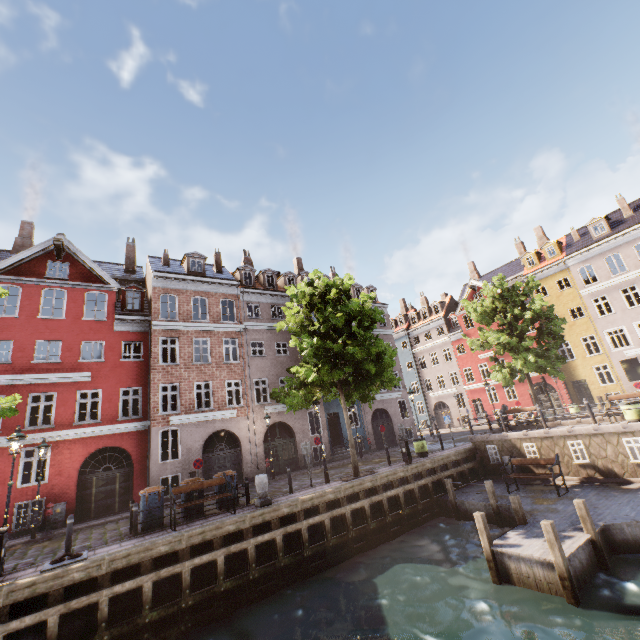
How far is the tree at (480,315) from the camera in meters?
21.1 m

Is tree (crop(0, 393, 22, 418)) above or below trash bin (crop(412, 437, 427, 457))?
above

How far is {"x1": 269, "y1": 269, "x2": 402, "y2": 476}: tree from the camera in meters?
14.8 m

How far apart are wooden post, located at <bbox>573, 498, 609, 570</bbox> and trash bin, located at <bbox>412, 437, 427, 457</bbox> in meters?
8.9

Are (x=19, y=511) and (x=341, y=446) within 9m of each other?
no

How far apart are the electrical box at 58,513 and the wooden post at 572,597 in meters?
19.6 m

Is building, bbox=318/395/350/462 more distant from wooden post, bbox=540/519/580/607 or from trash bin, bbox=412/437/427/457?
wooden post, bbox=540/519/580/607

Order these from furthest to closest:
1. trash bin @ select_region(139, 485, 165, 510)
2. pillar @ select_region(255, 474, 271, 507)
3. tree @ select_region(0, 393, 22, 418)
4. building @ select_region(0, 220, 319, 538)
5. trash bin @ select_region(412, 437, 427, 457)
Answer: trash bin @ select_region(412, 437, 427, 457) → building @ select_region(0, 220, 319, 538) → pillar @ select_region(255, 474, 271, 507) → trash bin @ select_region(139, 485, 165, 510) → tree @ select_region(0, 393, 22, 418)
